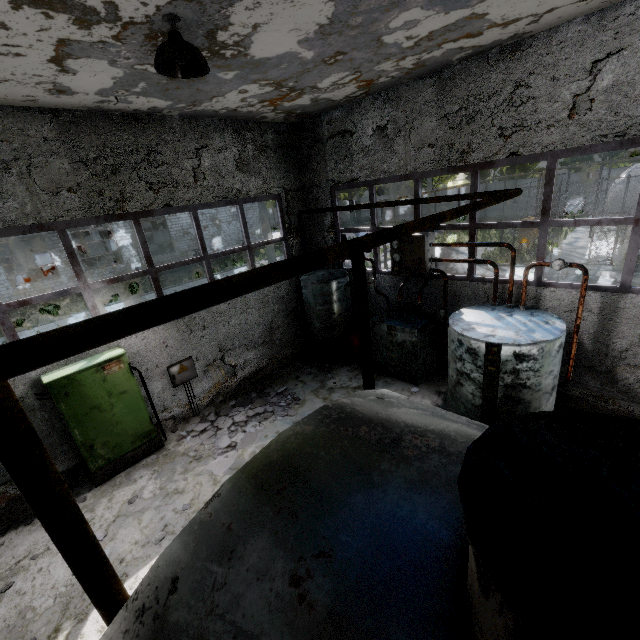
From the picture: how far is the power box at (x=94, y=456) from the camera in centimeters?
599cm

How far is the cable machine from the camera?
24.8 meters

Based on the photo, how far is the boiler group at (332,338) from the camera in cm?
909

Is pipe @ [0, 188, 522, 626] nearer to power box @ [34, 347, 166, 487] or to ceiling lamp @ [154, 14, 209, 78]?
power box @ [34, 347, 166, 487]

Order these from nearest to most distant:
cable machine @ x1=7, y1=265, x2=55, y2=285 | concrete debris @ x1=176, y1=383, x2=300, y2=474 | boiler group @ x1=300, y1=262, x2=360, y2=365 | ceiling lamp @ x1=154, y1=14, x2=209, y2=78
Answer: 1. ceiling lamp @ x1=154, y1=14, x2=209, y2=78
2. concrete debris @ x1=176, y1=383, x2=300, y2=474
3. boiler group @ x1=300, y1=262, x2=360, y2=365
4. cable machine @ x1=7, y1=265, x2=55, y2=285

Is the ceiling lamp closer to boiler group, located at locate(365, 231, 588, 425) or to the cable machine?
boiler group, located at locate(365, 231, 588, 425)

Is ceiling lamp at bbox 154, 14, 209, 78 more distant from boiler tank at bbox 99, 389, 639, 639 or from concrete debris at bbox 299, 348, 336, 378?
concrete debris at bbox 299, 348, 336, 378

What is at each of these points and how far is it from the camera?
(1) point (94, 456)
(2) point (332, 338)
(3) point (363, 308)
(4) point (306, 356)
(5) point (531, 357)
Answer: (1) power box, 6.4m
(2) boiler group, 9.6m
(3) pipe holder, 2.9m
(4) concrete debris, 10.6m
(5) boiler group, 5.5m
